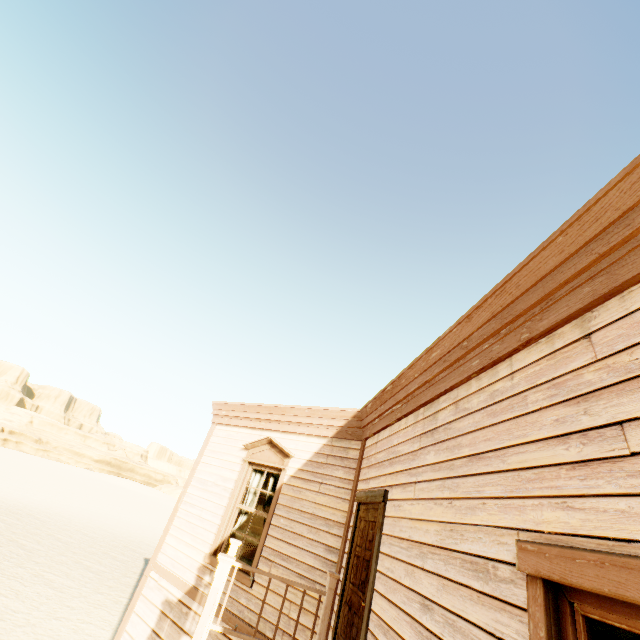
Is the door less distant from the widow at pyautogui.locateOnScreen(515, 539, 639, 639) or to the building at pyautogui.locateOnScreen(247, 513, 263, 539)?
the building at pyautogui.locateOnScreen(247, 513, 263, 539)

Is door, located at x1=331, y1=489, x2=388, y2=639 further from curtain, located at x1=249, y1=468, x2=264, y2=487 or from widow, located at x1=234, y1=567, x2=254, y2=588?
curtain, located at x1=249, y1=468, x2=264, y2=487

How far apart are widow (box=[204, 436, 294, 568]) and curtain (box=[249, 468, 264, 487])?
0.1 meters

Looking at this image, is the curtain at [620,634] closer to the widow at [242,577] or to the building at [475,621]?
the building at [475,621]

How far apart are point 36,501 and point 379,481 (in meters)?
38.65

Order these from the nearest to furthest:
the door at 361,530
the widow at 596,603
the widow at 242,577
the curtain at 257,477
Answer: the widow at 596,603 < the door at 361,530 < the widow at 242,577 < the curtain at 257,477

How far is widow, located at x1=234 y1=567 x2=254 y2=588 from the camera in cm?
516
